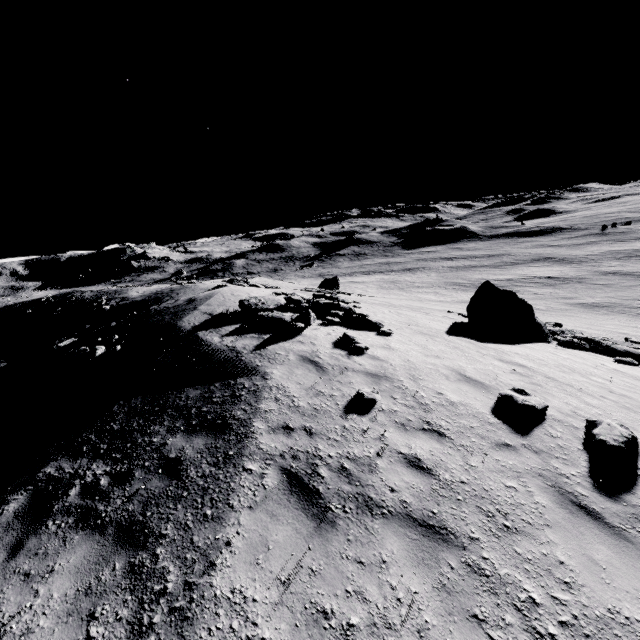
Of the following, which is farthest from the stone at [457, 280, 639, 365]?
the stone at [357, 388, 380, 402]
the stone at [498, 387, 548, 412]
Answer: the stone at [357, 388, 380, 402]

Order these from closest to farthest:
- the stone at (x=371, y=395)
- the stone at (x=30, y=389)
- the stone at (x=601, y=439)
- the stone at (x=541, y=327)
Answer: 1. the stone at (x=601, y=439)
2. the stone at (x=371, y=395)
3. the stone at (x=30, y=389)
4. the stone at (x=541, y=327)

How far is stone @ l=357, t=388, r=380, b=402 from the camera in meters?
6.9 m

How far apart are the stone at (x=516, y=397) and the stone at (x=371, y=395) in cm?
296

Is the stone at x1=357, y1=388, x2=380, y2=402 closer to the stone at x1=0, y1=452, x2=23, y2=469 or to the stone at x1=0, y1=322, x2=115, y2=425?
the stone at x1=0, y1=452, x2=23, y2=469

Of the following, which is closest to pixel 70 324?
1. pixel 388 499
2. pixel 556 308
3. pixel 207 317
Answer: pixel 207 317

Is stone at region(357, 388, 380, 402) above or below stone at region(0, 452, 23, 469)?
above

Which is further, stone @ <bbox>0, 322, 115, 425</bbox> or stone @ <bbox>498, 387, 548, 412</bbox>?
stone @ <bbox>0, 322, 115, 425</bbox>
